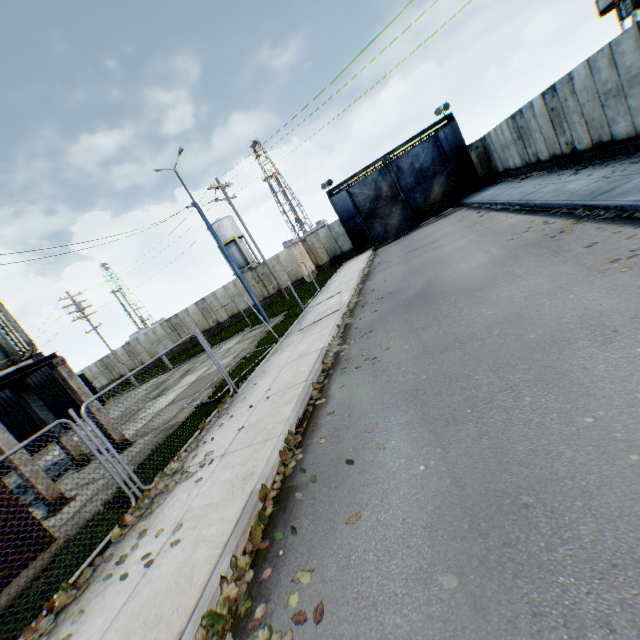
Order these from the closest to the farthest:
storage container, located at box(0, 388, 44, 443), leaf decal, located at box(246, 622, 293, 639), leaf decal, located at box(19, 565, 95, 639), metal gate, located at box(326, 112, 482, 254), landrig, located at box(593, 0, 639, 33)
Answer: leaf decal, located at box(246, 622, 293, 639), leaf decal, located at box(19, 565, 95, 639), landrig, located at box(593, 0, 639, 33), storage container, located at box(0, 388, 44, 443), metal gate, located at box(326, 112, 482, 254)

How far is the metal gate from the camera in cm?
2483

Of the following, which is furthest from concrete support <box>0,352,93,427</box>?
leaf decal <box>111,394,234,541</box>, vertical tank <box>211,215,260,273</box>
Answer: vertical tank <box>211,215,260,273</box>

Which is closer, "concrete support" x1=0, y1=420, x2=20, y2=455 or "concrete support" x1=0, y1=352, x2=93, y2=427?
"concrete support" x1=0, y1=420, x2=20, y2=455

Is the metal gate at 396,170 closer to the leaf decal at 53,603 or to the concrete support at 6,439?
the concrete support at 6,439

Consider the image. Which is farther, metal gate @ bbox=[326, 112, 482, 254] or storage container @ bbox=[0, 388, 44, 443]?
metal gate @ bbox=[326, 112, 482, 254]

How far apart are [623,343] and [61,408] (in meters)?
29.03

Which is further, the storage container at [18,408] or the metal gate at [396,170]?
the metal gate at [396,170]
